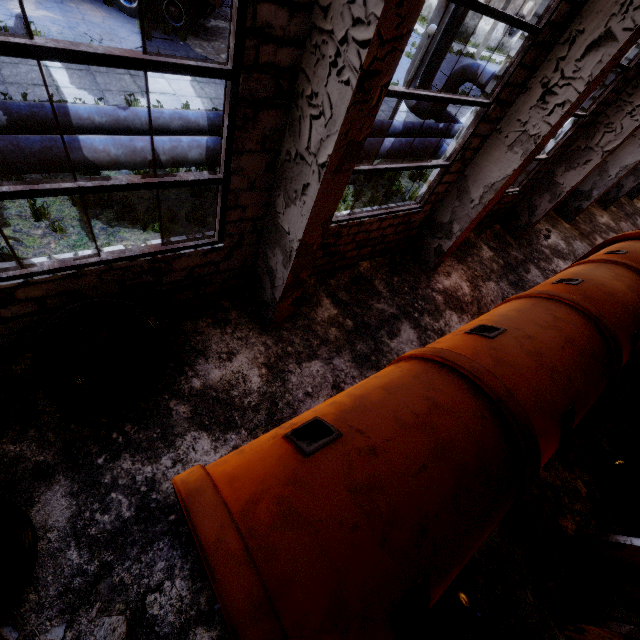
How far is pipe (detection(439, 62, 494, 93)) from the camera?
10.84m

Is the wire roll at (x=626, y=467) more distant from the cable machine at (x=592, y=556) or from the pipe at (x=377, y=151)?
the pipe at (x=377, y=151)

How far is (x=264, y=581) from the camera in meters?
2.0

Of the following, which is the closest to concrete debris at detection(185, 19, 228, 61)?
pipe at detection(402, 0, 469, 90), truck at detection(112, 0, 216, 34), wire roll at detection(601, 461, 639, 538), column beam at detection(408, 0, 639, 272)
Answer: truck at detection(112, 0, 216, 34)

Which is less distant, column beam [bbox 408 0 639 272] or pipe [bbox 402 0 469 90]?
column beam [bbox 408 0 639 272]

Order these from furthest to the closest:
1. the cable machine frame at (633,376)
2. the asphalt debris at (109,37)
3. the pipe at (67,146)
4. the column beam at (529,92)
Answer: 1. the asphalt debris at (109,37)
2. the cable machine frame at (633,376)
3. the pipe at (67,146)
4. the column beam at (529,92)

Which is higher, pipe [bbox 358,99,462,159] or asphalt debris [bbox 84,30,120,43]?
pipe [bbox 358,99,462,159]

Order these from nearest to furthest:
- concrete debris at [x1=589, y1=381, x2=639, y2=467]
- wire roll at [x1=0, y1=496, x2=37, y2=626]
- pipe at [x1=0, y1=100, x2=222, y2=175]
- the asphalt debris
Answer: wire roll at [x1=0, y1=496, x2=37, y2=626], pipe at [x1=0, y1=100, x2=222, y2=175], concrete debris at [x1=589, y1=381, x2=639, y2=467], the asphalt debris
